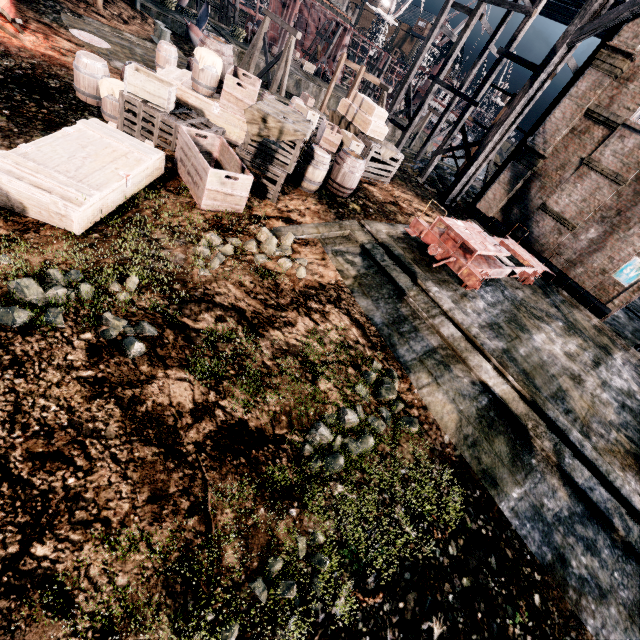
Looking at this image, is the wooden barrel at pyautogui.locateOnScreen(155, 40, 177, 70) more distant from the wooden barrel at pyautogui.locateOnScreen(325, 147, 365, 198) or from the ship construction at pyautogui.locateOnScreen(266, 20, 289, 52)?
the ship construction at pyautogui.locateOnScreen(266, 20, 289, 52)

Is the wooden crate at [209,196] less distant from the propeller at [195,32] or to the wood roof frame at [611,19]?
the wood roof frame at [611,19]

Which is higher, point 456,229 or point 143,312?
point 456,229

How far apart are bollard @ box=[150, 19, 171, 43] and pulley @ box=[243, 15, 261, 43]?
19.9 meters

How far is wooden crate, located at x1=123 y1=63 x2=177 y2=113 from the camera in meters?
8.6

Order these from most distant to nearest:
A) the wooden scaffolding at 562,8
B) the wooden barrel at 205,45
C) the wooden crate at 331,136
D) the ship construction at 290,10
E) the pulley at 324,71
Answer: the ship construction at 290,10, the pulley at 324,71, the wooden scaffolding at 562,8, the wooden crate at 331,136, the wooden barrel at 205,45

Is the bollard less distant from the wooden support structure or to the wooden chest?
the wooden support structure

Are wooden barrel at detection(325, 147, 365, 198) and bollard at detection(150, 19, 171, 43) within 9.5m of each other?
no
